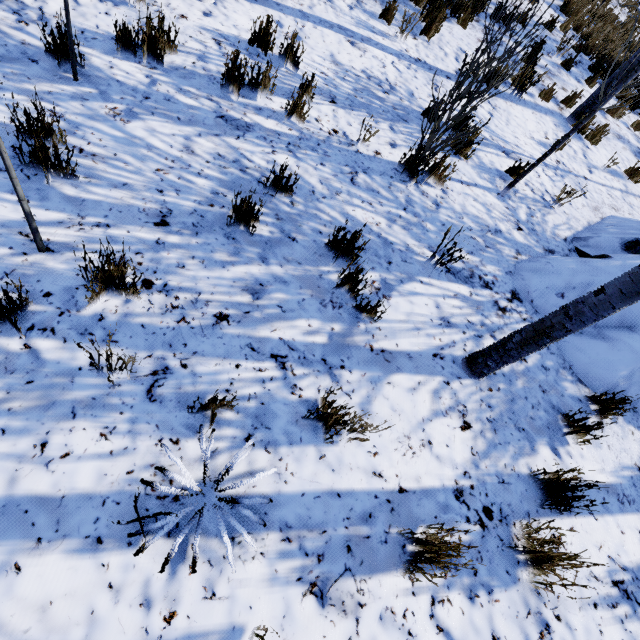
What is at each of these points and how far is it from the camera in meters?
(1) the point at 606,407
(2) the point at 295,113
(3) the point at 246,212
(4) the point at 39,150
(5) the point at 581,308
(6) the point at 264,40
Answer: (1) instancedfoliageactor, 3.0 m
(2) instancedfoliageactor, 3.8 m
(3) instancedfoliageactor, 2.8 m
(4) instancedfoliageactor, 2.4 m
(5) instancedfoliageactor, 2.1 m
(6) instancedfoliageactor, 4.2 m

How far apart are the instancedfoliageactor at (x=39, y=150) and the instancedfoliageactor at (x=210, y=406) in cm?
57

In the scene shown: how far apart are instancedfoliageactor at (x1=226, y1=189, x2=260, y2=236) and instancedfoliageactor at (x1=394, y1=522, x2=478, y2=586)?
2.54m

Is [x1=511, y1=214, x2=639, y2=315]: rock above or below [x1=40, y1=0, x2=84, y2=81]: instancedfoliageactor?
above

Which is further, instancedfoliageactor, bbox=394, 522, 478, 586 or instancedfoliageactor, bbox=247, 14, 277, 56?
instancedfoliageactor, bbox=247, 14, 277, 56

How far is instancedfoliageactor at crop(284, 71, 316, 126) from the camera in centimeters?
368cm

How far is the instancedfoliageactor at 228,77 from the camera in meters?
3.5 m

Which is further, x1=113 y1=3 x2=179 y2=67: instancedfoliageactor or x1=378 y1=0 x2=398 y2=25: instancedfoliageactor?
x1=378 y1=0 x2=398 y2=25: instancedfoliageactor
